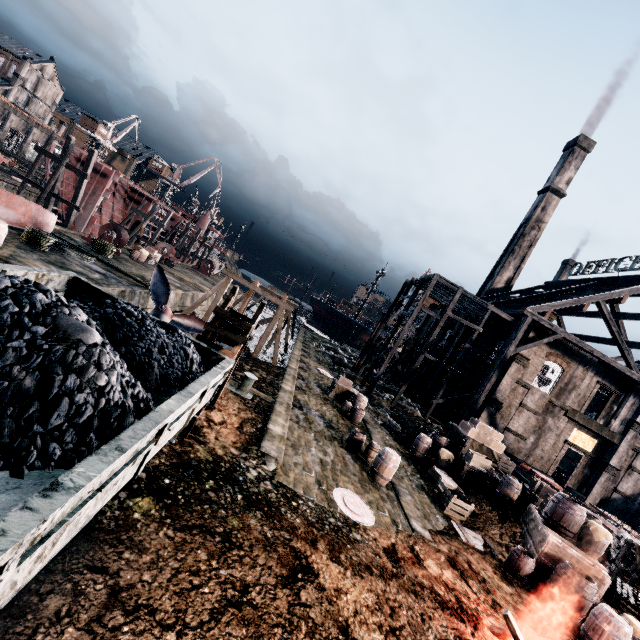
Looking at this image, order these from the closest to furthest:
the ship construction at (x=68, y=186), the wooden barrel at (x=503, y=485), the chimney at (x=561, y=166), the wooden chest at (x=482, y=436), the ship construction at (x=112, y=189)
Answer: the wooden barrel at (x=503, y=485)
the wooden chest at (x=482, y=436)
the ship construction at (x=68, y=186)
the ship construction at (x=112, y=189)
the chimney at (x=561, y=166)

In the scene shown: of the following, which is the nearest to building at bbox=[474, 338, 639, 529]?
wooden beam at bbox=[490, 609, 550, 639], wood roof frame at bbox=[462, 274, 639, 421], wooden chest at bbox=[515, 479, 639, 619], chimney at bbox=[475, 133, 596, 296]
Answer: wooden beam at bbox=[490, 609, 550, 639]

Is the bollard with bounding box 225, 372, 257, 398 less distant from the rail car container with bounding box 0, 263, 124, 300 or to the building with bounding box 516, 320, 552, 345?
the rail car container with bounding box 0, 263, 124, 300

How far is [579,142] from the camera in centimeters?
4594cm

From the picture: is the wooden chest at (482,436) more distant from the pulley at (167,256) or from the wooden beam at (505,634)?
the pulley at (167,256)

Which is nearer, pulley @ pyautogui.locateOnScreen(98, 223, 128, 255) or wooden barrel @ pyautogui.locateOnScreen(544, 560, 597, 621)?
wooden barrel @ pyautogui.locateOnScreen(544, 560, 597, 621)

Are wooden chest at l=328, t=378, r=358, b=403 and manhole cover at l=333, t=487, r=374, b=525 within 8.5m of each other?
no

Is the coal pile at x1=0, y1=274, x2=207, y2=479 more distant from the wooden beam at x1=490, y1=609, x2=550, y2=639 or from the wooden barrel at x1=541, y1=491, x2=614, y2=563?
the wooden barrel at x1=541, y1=491, x2=614, y2=563
